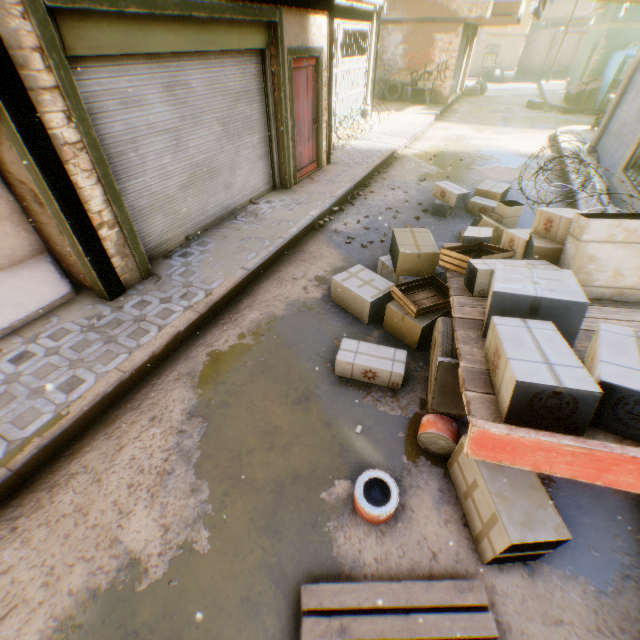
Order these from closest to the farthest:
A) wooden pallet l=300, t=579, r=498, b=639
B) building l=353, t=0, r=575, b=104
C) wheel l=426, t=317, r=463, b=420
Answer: wooden pallet l=300, t=579, r=498, b=639 → wheel l=426, t=317, r=463, b=420 → building l=353, t=0, r=575, b=104

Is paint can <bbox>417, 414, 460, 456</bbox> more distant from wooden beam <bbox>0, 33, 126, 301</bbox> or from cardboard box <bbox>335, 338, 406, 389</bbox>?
wooden beam <bbox>0, 33, 126, 301</bbox>

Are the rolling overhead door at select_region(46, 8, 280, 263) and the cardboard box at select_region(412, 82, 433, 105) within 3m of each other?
yes

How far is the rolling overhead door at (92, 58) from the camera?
3.7 meters

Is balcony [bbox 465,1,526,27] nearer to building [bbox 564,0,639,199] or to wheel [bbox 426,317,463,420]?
building [bbox 564,0,639,199]

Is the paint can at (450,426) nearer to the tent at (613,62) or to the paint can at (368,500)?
the paint can at (368,500)

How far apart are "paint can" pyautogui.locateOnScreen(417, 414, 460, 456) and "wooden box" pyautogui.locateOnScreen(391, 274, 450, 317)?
1.3 meters

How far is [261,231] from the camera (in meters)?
5.86
